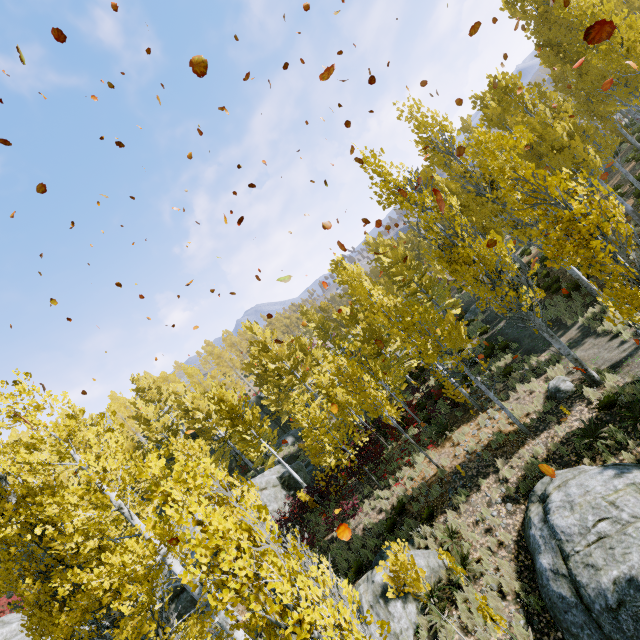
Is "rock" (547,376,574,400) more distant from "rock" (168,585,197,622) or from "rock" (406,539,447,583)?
"rock" (168,585,197,622)

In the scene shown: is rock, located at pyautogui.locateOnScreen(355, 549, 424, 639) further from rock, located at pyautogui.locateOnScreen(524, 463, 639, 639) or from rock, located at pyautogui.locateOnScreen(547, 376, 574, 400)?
rock, located at pyautogui.locateOnScreen(547, 376, 574, 400)

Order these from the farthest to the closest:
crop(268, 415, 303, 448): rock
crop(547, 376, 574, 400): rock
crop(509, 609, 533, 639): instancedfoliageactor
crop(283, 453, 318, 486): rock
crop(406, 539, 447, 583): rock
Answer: crop(268, 415, 303, 448): rock < crop(283, 453, 318, 486): rock < crop(547, 376, 574, 400): rock < crop(406, 539, 447, 583): rock < crop(509, 609, 533, 639): instancedfoliageactor

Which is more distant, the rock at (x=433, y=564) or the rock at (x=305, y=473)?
the rock at (x=305, y=473)

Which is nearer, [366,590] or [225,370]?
[366,590]

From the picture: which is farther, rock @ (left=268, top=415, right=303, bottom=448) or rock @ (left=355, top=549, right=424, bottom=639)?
rock @ (left=268, top=415, right=303, bottom=448)

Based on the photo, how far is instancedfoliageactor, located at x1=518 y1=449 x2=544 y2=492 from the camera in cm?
979
